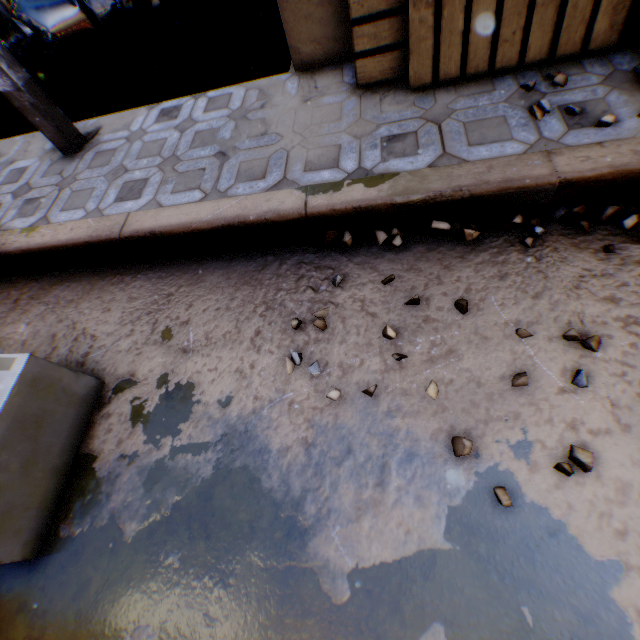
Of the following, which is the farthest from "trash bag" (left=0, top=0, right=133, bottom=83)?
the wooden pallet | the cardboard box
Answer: the cardboard box

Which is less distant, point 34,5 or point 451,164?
point 451,164

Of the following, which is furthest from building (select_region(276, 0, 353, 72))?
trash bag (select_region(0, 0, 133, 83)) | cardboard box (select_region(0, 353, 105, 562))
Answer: cardboard box (select_region(0, 353, 105, 562))

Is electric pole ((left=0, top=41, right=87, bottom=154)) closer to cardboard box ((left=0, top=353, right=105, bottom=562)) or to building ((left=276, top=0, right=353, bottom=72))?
building ((left=276, top=0, right=353, bottom=72))

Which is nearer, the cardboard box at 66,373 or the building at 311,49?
the cardboard box at 66,373

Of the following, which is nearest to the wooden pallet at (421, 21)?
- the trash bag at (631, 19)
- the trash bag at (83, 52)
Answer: the trash bag at (631, 19)

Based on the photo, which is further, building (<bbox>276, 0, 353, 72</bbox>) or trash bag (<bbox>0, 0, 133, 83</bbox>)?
trash bag (<bbox>0, 0, 133, 83</bbox>)

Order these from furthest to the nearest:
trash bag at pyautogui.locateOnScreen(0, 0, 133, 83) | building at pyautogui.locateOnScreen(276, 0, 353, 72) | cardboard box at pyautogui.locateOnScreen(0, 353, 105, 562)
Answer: trash bag at pyautogui.locateOnScreen(0, 0, 133, 83)
building at pyautogui.locateOnScreen(276, 0, 353, 72)
cardboard box at pyautogui.locateOnScreen(0, 353, 105, 562)
